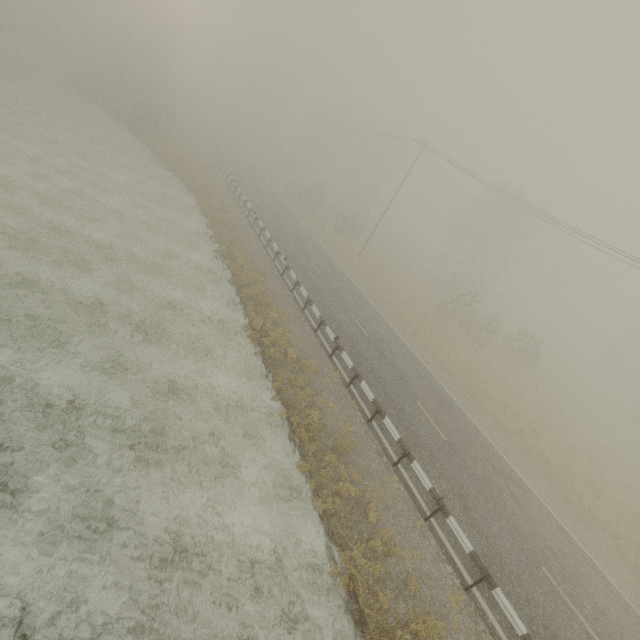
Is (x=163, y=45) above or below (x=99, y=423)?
above
